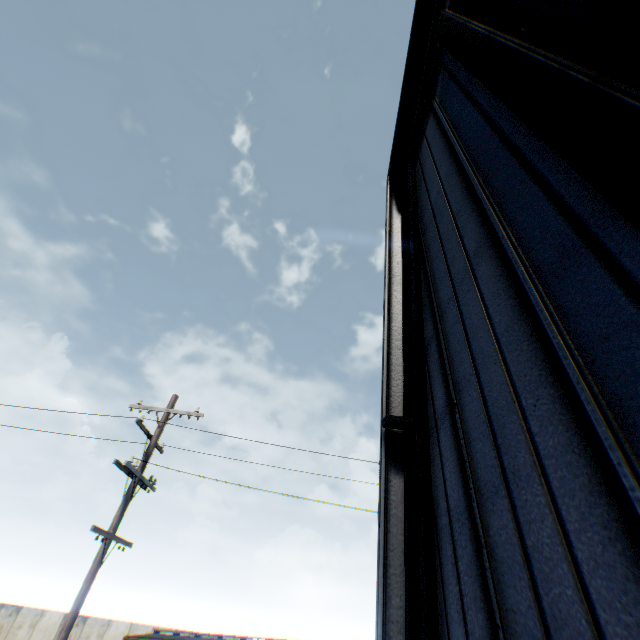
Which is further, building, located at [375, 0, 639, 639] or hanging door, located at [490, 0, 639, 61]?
hanging door, located at [490, 0, 639, 61]

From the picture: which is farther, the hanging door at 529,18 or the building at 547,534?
the hanging door at 529,18

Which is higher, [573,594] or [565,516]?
[565,516]

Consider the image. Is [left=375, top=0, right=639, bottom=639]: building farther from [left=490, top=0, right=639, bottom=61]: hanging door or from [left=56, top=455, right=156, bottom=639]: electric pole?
[left=56, top=455, right=156, bottom=639]: electric pole

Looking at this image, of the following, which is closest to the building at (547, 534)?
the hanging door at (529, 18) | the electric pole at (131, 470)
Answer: the hanging door at (529, 18)

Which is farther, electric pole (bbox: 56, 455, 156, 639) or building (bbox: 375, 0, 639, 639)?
electric pole (bbox: 56, 455, 156, 639)

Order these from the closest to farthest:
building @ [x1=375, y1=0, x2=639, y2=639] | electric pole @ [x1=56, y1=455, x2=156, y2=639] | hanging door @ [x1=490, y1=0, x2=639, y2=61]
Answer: building @ [x1=375, y1=0, x2=639, y2=639]
hanging door @ [x1=490, y1=0, x2=639, y2=61]
electric pole @ [x1=56, y1=455, x2=156, y2=639]
